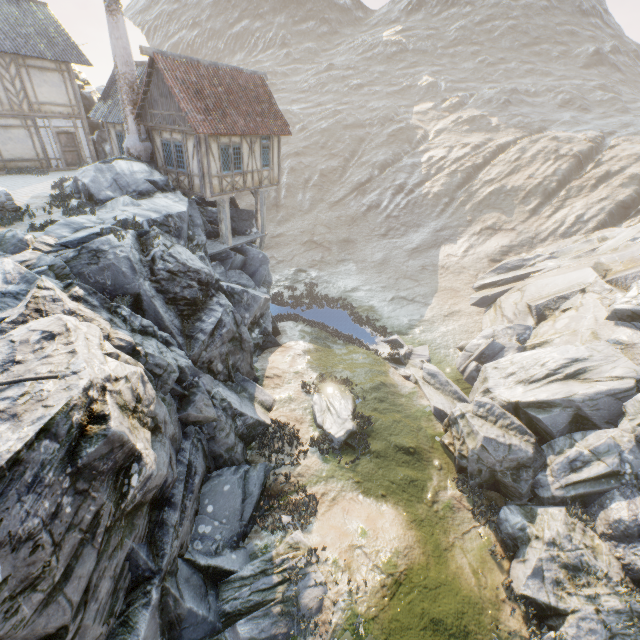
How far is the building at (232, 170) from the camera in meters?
16.1

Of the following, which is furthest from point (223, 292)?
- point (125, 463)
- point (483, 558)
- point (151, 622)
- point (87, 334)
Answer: point (483, 558)

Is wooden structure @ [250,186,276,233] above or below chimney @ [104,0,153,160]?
below

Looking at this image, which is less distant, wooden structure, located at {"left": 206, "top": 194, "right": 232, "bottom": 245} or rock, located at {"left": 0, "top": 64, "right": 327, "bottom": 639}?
rock, located at {"left": 0, "top": 64, "right": 327, "bottom": 639}

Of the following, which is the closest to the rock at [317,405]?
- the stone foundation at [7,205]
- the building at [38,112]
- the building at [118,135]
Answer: the building at [118,135]

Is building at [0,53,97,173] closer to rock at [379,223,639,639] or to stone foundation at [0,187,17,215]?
rock at [379,223,639,639]

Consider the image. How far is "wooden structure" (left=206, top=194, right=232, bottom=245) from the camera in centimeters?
1803cm

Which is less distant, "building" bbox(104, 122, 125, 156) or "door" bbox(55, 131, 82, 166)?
"building" bbox(104, 122, 125, 156)
